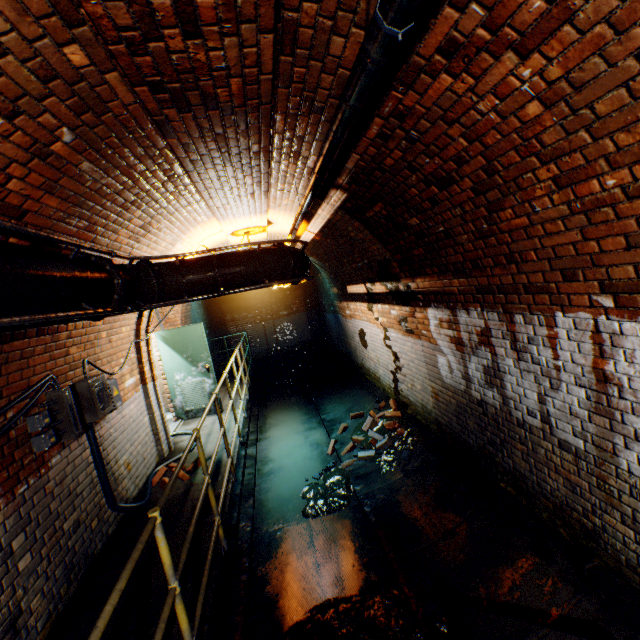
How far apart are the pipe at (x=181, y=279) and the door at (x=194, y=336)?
3.0m

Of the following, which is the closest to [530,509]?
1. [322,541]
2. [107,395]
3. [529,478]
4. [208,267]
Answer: [529,478]

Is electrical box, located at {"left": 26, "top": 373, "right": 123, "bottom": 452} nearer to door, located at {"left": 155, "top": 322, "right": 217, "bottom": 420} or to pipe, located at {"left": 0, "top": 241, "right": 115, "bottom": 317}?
pipe, located at {"left": 0, "top": 241, "right": 115, "bottom": 317}

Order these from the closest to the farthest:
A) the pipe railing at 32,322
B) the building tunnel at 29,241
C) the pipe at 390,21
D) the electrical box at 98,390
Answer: the pipe at 390,21, the pipe railing at 32,322, the building tunnel at 29,241, the electrical box at 98,390

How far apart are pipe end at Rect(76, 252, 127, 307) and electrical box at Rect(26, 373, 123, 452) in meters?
0.9

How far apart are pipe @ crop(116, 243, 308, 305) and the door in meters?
3.0 m

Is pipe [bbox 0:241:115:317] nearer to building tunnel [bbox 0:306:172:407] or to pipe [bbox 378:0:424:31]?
building tunnel [bbox 0:306:172:407]

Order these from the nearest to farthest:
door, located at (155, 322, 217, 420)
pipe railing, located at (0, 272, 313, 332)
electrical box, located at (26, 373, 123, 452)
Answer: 1. pipe railing, located at (0, 272, 313, 332)
2. electrical box, located at (26, 373, 123, 452)
3. door, located at (155, 322, 217, 420)
